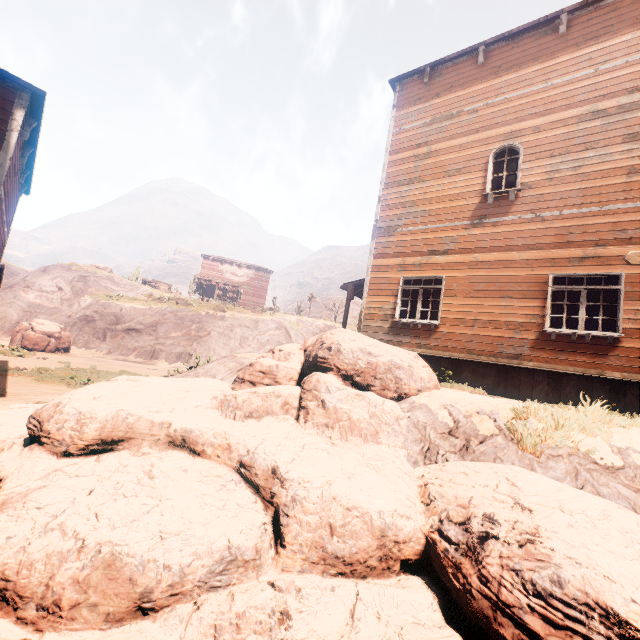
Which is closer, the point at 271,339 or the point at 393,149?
the point at 393,149

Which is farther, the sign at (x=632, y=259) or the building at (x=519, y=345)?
the building at (x=519, y=345)

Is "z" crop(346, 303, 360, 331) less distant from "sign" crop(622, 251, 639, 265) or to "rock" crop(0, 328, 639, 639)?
"rock" crop(0, 328, 639, 639)

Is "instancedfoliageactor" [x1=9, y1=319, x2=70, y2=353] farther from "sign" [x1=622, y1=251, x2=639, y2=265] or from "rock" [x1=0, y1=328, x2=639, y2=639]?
"sign" [x1=622, y1=251, x2=639, y2=265]

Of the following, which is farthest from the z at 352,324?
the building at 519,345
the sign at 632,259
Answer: the sign at 632,259

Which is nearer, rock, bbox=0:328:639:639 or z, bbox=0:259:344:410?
rock, bbox=0:328:639:639

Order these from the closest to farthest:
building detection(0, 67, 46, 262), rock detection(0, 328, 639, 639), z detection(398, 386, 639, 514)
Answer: Answer: rock detection(0, 328, 639, 639) < z detection(398, 386, 639, 514) < building detection(0, 67, 46, 262)

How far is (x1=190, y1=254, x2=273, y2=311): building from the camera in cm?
4431
